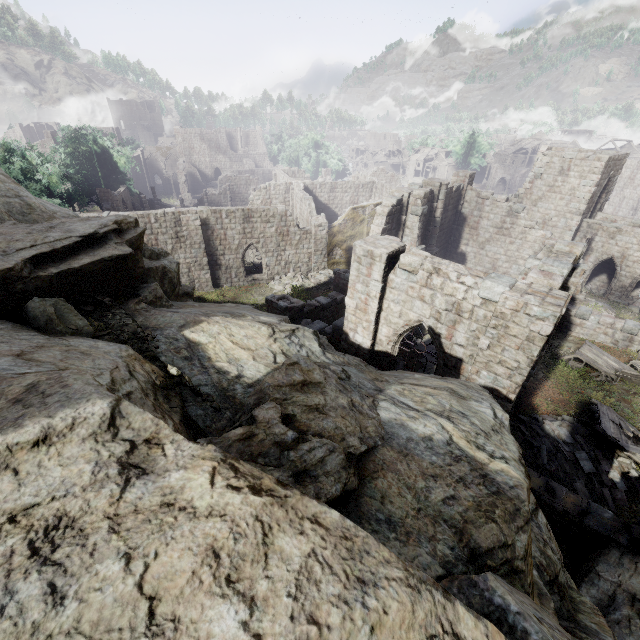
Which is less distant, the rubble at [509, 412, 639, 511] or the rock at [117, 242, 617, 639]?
the rock at [117, 242, 617, 639]

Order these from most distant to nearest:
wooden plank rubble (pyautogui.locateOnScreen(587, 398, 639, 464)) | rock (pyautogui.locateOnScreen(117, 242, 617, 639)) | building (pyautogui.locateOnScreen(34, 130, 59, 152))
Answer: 1. building (pyautogui.locateOnScreen(34, 130, 59, 152))
2. wooden plank rubble (pyautogui.locateOnScreen(587, 398, 639, 464))
3. rock (pyautogui.locateOnScreen(117, 242, 617, 639))

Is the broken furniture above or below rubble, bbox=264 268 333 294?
above

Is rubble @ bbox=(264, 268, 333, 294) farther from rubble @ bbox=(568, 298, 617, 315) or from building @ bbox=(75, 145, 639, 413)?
rubble @ bbox=(568, 298, 617, 315)

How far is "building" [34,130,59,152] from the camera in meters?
50.9

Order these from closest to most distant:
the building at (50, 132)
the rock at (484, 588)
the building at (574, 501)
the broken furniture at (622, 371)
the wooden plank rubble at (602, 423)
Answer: the rock at (484, 588), the building at (574, 501), the wooden plank rubble at (602, 423), the broken furniture at (622, 371), the building at (50, 132)

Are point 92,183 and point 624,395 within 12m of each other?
no

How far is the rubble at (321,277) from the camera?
26.39m
